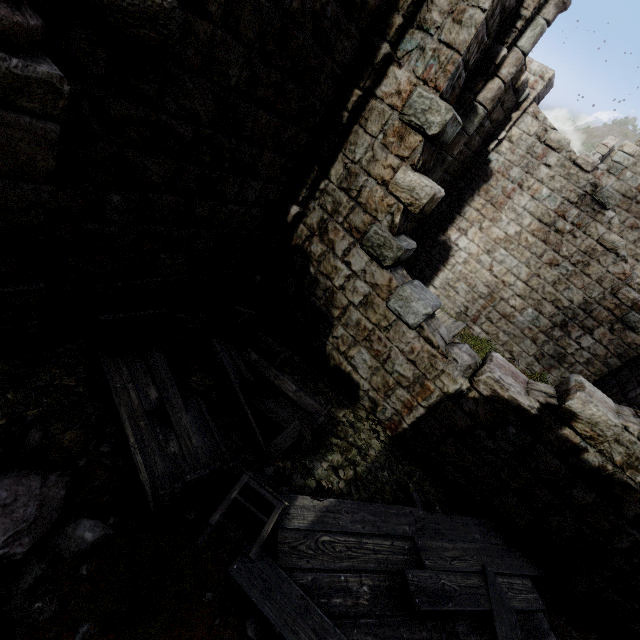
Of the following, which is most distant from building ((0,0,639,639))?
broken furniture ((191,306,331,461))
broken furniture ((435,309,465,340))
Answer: broken furniture ((435,309,465,340))

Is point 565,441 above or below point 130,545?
above

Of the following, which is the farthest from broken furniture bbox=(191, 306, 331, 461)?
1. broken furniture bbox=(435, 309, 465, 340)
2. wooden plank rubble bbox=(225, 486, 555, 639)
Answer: broken furniture bbox=(435, 309, 465, 340)

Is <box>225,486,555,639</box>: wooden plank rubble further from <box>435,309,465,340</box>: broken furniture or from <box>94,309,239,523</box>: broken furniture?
<box>435,309,465,340</box>: broken furniture

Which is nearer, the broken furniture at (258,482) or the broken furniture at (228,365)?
the broken furniture at (258,482)

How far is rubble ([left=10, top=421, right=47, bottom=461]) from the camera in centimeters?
318cm

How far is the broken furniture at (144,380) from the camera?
3.34m

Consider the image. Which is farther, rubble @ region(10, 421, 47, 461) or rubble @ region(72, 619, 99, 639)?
rubble @ region(10, 421, 47, 461)
